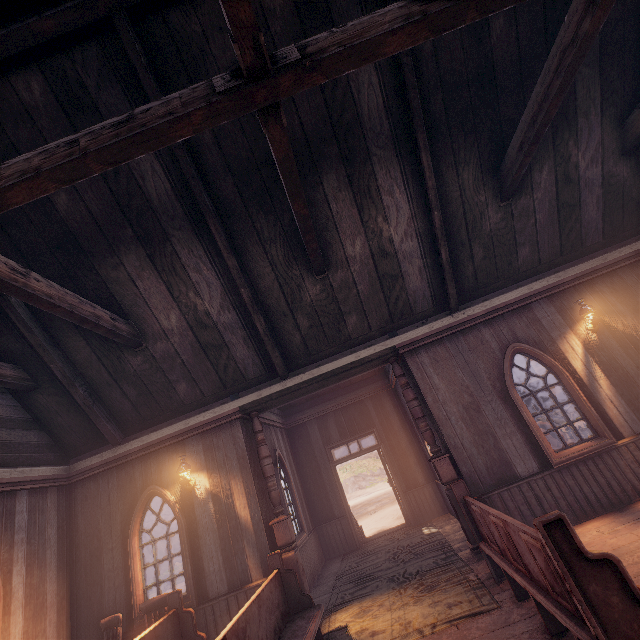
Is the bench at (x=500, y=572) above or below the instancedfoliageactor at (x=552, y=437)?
above

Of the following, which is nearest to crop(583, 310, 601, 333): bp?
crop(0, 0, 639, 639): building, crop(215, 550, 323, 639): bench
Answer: crop(0, 0, 639, 639): building

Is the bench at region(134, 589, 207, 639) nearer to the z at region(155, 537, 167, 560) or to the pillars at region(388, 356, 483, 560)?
the pillars at region(388, 356, 483, 560)

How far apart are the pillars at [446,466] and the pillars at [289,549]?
2.92m

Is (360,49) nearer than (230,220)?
Yes

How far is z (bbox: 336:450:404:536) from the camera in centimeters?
1576cm

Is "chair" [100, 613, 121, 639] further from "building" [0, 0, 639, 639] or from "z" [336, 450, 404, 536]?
"z" [336, 450, 404, 536]

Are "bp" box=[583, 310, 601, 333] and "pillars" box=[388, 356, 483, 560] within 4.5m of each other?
yes
